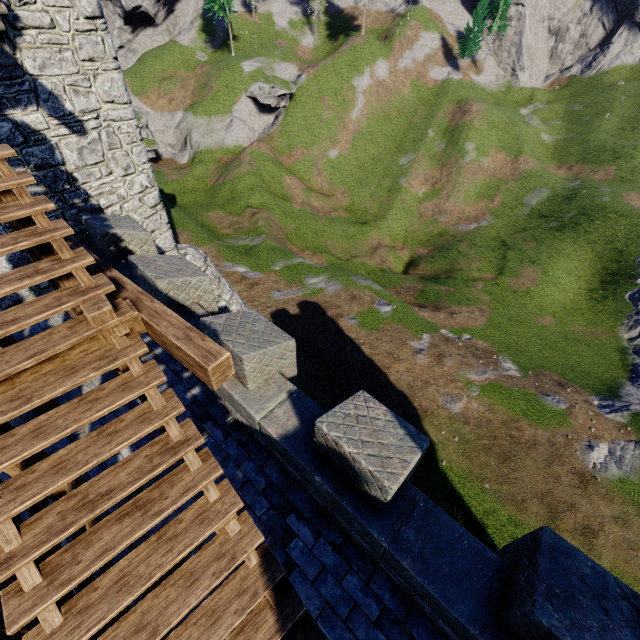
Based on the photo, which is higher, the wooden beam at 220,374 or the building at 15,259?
the wooden beam at 220,374

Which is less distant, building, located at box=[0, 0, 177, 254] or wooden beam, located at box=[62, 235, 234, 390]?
wooden beam, located at box=[62, 235, 234, 390]

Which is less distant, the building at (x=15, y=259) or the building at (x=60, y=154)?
the building at (x=60, y=154)

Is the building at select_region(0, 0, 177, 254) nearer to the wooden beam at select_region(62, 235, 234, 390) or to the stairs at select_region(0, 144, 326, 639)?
the wooden beam at select_region(62, 235, 234, 390)

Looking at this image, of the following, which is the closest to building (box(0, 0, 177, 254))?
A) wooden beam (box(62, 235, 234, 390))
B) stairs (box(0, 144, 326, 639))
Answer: wooden beam (box(62, 235, 234, 390))

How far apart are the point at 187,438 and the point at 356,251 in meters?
39.5

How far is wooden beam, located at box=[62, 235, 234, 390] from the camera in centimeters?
328cm
